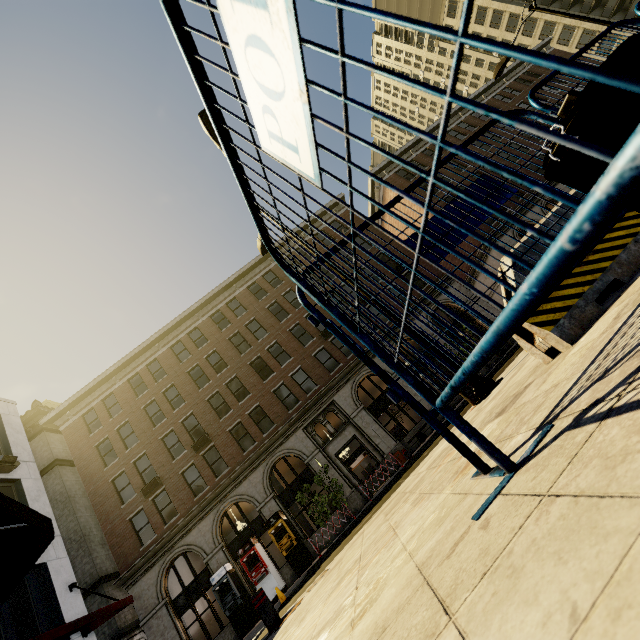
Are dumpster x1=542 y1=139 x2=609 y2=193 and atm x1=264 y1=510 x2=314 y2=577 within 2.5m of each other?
no

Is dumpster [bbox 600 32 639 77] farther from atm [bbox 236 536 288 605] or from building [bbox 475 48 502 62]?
building [bbox 475 48 502 62]

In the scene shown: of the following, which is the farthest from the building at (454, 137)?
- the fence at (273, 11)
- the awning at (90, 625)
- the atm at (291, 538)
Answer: the awning at (90, 625)

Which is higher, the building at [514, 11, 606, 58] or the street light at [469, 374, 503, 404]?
the building at [514, 11, 606, 58]

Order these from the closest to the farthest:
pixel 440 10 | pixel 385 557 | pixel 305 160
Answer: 1. pixel 305 160
2. pixel 385 557
3. pixel 440 10

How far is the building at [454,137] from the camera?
33.6m

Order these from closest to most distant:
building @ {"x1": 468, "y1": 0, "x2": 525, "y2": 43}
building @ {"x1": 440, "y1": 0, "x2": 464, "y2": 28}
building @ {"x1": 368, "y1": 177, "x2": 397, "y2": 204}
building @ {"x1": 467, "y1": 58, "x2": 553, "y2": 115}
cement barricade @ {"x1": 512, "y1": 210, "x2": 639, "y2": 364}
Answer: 1. cement barricade @ {"x1": 512, "y1": 210, "x2": 639, "y2": 364}
2. building @ {"x1": 368, "y1": 177, "x2": 397, "y2": 204}
3. building @ {"x1": 467, "y1": 58, "x2": 553, "y2": 115}
4. building @ {"x1": 468, "y1": 0, "x2": 525, "y2": 43}
5. building @ {"x1": 440, "y1": 0, "x2": 464, "y2": 28}

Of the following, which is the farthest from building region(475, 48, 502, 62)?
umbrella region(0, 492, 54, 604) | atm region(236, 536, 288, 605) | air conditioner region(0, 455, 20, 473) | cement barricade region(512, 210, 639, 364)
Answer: air conditioner region(0, 455, 20, 473)
